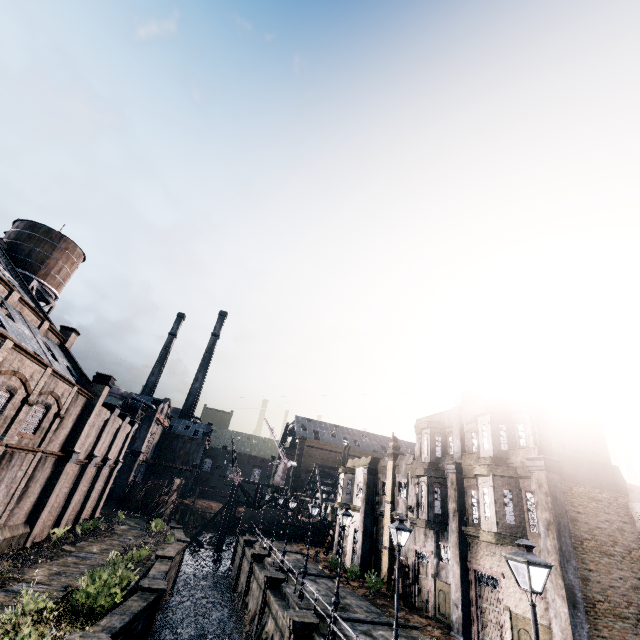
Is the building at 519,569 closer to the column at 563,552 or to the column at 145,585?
the column at 563,552

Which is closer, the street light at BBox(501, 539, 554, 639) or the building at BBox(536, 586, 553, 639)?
the street light at BBox(501, 539, 554, 639)

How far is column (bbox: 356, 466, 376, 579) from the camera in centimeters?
3055cm

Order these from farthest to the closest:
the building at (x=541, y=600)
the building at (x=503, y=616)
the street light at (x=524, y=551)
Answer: A: the building at (x=503, y=616) → the building at (x=541, y=600) → the street light at (x=524, y=551)

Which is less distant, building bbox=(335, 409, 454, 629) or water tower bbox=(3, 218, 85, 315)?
building bbox=(335, 409, 454, 629)

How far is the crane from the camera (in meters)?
58.00

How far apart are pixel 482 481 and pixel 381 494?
15.9m

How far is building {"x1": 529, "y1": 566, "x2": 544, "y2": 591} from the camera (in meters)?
15.92
